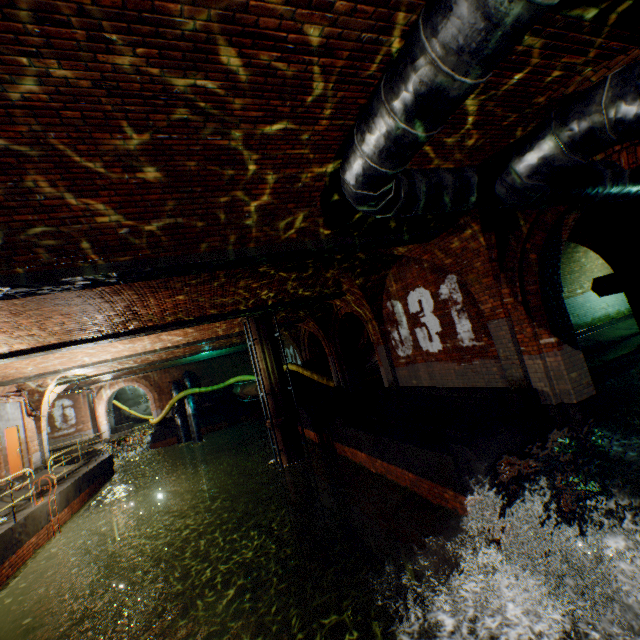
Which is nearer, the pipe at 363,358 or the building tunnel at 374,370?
the pipe at 363,358

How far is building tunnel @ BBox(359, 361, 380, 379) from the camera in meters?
21.8

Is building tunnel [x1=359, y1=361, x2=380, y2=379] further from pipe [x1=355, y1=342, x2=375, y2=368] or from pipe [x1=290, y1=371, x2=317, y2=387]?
pipe [x1=290, y1=371, x2=317, y2=387]

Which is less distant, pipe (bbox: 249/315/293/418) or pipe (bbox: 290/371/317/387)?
pipe (bbox: 249/315/293/418)

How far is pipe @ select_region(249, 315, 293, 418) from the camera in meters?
12.3 m

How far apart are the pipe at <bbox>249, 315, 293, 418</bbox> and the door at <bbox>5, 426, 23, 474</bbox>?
10.88m

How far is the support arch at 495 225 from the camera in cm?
625

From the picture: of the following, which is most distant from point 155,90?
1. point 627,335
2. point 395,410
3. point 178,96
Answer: point 627,335
